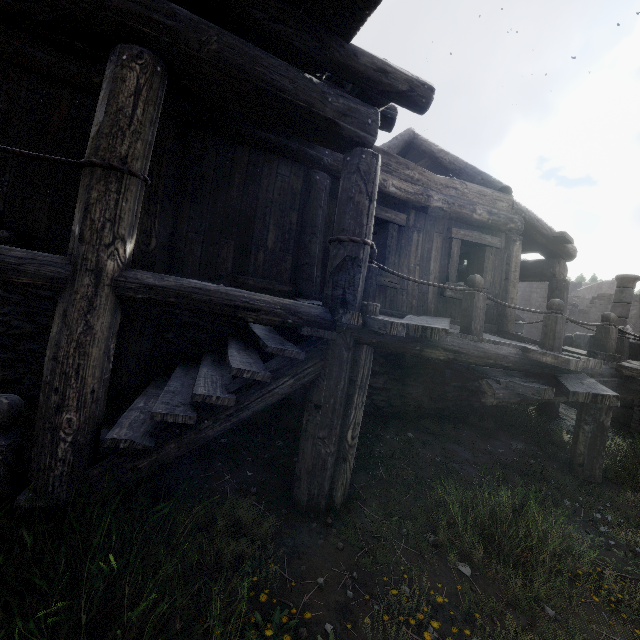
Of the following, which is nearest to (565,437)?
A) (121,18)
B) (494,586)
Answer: (494,586)
